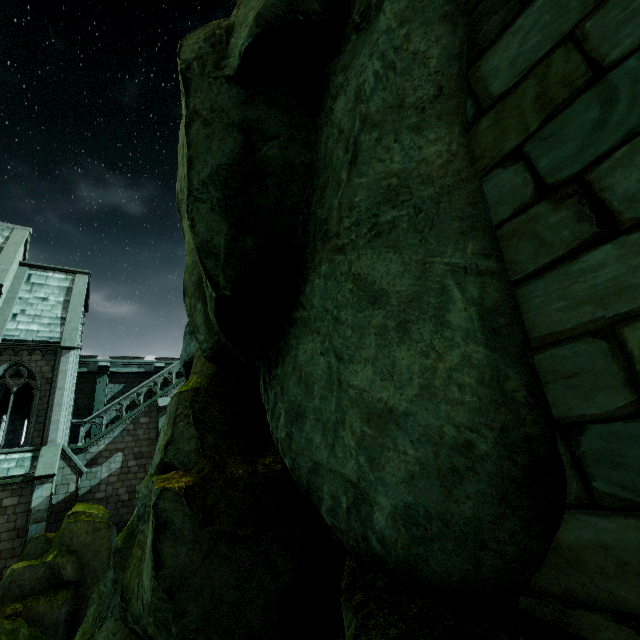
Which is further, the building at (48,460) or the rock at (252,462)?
the building at (48,460)

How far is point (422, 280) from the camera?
2.49m

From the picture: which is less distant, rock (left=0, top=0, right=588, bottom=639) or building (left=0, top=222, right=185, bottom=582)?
rock (left=0, top=0, right=588, bottom=639)
